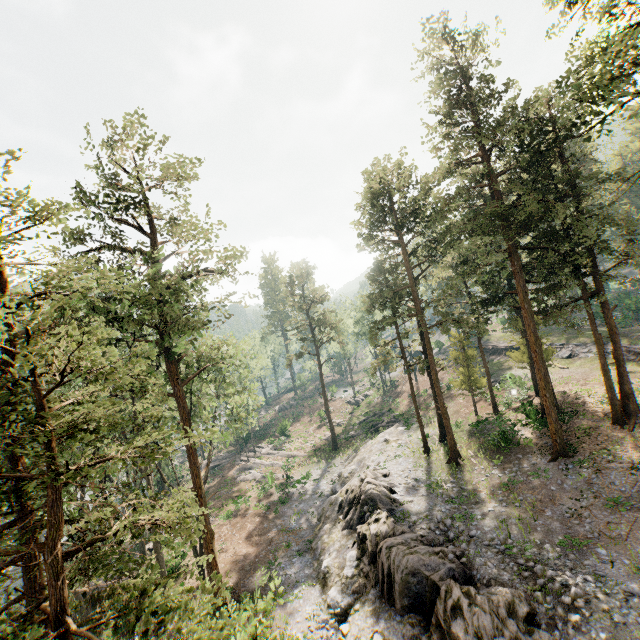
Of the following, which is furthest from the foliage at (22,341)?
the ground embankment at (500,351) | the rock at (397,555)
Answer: the ground embankment at (500,351)

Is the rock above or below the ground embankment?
below

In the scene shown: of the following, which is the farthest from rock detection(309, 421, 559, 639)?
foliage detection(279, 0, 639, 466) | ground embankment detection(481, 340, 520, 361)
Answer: ground embankment detection(481, 340, 520, 361)

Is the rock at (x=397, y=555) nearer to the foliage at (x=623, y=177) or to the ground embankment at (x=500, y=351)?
the foliage at (x=623, y=177)

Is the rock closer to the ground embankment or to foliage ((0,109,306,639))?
foliage ((0,109,306,639))

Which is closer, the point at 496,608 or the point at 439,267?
the point at 496,608
